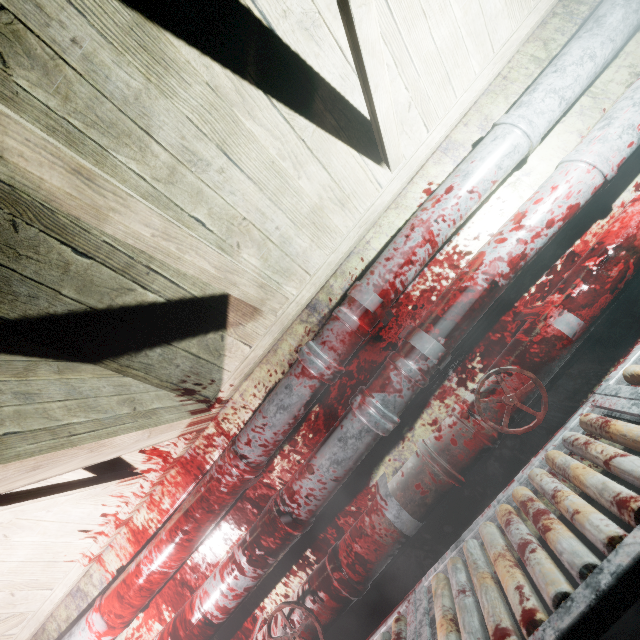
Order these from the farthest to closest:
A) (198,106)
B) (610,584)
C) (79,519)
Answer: (79,519), (198,106), (610,584)

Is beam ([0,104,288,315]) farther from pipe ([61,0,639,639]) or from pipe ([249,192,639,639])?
pipe ([249,192,639,639])

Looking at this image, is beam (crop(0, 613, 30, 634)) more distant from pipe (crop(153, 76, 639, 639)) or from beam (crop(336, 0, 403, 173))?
beam (crop(336, 0, 403, 173))

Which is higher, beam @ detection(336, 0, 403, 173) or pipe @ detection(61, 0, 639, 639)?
beam @ detection(336, 0, 403, 173)

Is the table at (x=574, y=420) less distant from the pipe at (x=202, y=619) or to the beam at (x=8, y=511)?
the pipe at (x=202, y=619)

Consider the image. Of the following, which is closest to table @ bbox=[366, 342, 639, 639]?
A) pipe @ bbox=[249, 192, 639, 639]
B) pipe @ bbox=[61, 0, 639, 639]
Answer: pipe @ bbox=[249, 192, 639, 639]

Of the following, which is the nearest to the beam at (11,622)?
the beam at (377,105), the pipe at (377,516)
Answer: the pipe at (377,516)

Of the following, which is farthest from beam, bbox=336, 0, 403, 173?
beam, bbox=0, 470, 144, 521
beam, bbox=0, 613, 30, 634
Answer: beam, bbox=0, 613, 30, 634
